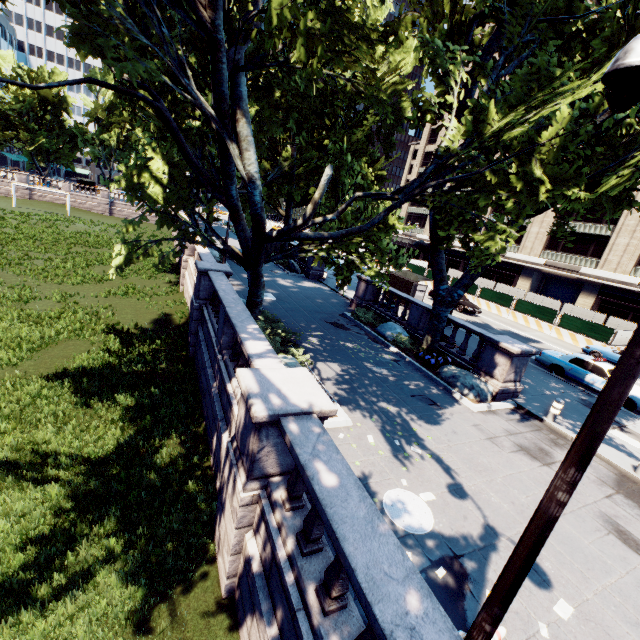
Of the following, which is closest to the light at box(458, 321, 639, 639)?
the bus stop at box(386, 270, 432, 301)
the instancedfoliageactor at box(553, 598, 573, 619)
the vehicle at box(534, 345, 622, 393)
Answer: the instancedfoliageactor at box(553, 598, 573, 619)

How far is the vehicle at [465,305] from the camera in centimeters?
2745cm

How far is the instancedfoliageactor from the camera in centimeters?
518cm

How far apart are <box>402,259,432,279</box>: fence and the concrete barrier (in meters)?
0.00

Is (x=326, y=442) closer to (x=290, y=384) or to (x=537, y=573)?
(x=290, y=384)

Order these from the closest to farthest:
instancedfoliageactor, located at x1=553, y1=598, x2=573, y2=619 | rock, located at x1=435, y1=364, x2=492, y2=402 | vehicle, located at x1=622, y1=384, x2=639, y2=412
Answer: instancedfoliageactor, located at x1=553, y1=598, x2=573, y2=619 → rock, located at x1=435, y1=364, x2=492, y2=402 → vehicle, located at x1=622, y1=384, x2=639, y2=412

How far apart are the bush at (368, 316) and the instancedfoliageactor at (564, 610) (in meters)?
12.90

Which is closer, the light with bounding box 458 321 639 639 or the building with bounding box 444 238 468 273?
the light with bounding box 458 321 639 639
